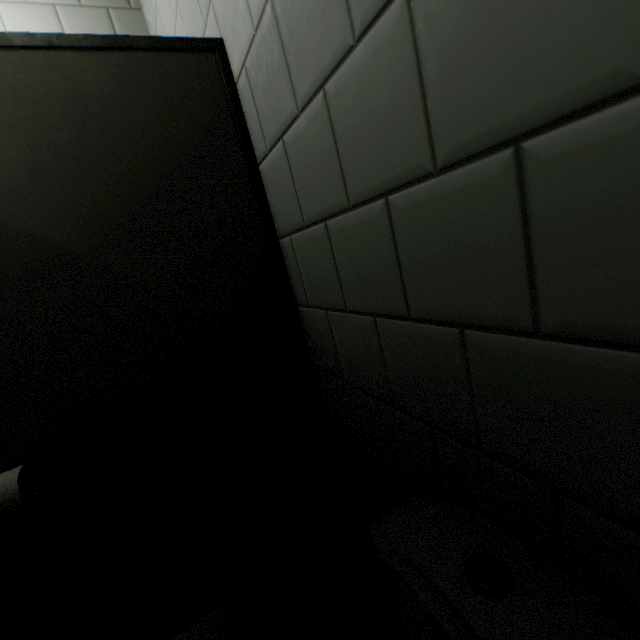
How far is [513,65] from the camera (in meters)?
0.36

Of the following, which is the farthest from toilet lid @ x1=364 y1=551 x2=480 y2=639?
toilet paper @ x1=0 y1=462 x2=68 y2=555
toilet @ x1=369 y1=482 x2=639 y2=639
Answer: toilet paper @ x1=0 y1=462 x2=68 y2=555

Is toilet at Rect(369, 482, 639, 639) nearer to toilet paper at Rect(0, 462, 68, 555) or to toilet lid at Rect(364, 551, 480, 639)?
toilet lid at Rect(364, 551, 480, 639)

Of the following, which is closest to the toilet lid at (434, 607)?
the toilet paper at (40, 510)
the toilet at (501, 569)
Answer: the toilet at (501, 569)
